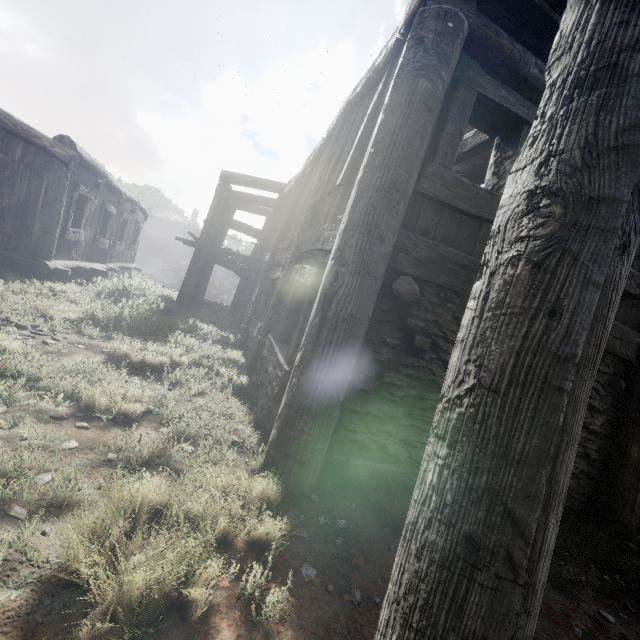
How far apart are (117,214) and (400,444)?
12.8 meters
